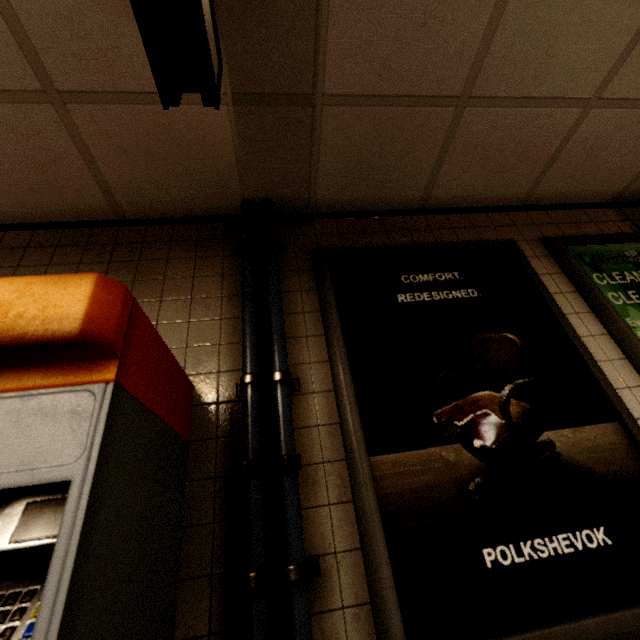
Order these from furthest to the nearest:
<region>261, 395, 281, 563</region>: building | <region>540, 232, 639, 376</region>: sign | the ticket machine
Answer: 1. <region>540, 232, 639, 376</region>: sign
2. <region>261, 395, 281, 563</region>: building
3. the ticket machine

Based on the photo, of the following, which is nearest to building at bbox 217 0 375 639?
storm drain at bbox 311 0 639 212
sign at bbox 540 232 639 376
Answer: storm drain at bbox 311 0 639 212

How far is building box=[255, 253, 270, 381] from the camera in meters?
1.5 m

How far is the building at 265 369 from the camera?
1.46m

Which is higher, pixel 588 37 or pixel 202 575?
pixel 588 37

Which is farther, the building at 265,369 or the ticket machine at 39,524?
the building at 265,369

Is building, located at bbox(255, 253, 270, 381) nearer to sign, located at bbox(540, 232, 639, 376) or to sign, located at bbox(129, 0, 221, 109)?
sign, located at bbox(129, 0, 221, 109)

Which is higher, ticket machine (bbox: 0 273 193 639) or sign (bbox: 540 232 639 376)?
sign (bbox: 540 232 639 376)
